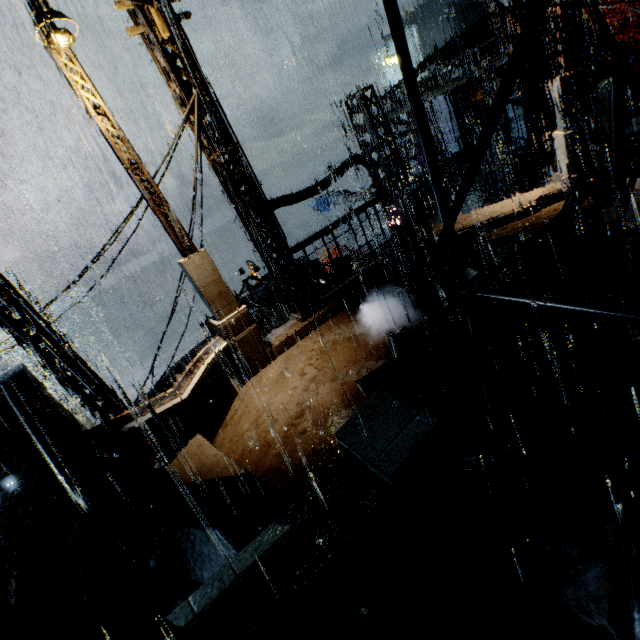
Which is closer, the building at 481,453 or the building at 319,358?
the building at 481,453

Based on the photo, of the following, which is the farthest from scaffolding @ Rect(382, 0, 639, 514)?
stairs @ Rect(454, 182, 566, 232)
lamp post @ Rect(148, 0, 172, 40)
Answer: stairs @ Rect(454, 182, 566, 232)

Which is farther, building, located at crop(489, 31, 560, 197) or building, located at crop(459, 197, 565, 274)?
building, located at crop(489, 31, 560, 197)

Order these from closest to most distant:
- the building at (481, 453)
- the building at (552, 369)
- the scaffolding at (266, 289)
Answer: the building at (481, 453), the building at (552, 369), the scaffolding at (266, 289)

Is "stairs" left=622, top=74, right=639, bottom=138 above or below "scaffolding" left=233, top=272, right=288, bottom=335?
below

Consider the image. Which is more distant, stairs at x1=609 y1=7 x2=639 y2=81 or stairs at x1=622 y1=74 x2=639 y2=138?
stairs at x1=609 y1=7 x2=639 y2=81

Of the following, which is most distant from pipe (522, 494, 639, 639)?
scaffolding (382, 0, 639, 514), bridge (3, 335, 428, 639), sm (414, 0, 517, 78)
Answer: sm (414, 0, 517, 78)

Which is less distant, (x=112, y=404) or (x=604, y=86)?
(x=604, y=86)
